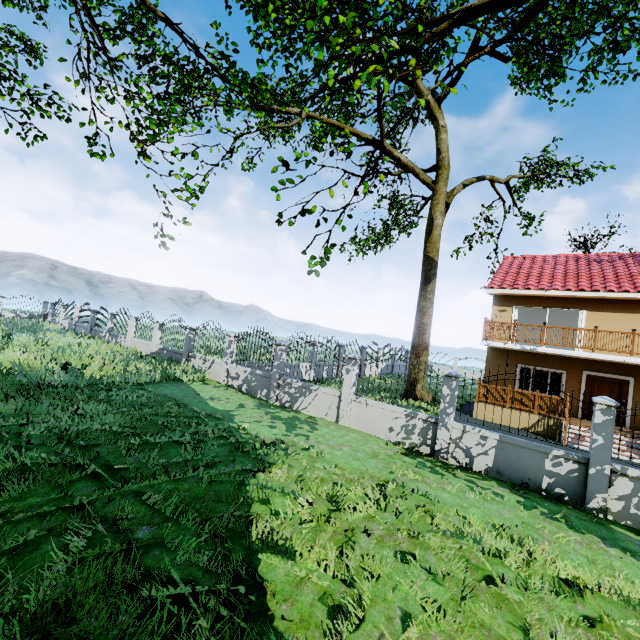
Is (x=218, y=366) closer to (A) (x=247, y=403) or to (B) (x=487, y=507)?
(A) (x=247, y=403)

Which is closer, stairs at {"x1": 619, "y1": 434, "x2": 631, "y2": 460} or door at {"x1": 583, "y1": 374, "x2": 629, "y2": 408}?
stairs at {"x1": 619, "y1": 434, "x2": 631, "y2": 460}

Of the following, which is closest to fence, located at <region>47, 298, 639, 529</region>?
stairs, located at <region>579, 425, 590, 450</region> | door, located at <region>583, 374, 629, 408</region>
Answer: stairs, located at <region>579, 425, 590, 450</region>

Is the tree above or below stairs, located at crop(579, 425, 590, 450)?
above

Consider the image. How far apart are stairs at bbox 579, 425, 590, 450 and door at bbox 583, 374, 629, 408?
2.0m

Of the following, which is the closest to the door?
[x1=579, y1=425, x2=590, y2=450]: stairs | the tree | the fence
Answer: [x1=579, y1=425, x2=590, y2=450]: stairs

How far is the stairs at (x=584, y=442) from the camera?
12.58m
